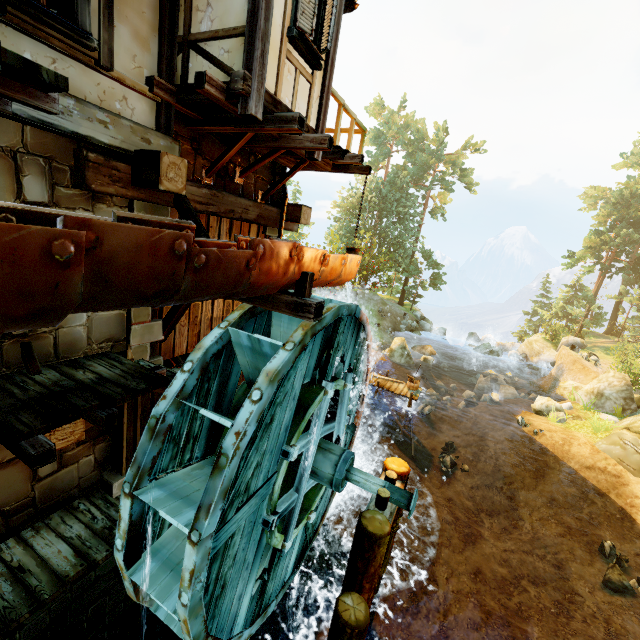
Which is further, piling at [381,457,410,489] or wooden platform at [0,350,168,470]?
piling at [381,457,410,489]

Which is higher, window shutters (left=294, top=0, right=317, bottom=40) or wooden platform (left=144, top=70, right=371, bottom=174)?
window shutters (left=294, top=0, right=317, bottom=40)

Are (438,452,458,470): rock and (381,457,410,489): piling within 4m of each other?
no

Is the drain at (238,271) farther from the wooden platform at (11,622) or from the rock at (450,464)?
the rock at (450,464)

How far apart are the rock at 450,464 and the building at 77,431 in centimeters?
1528cm

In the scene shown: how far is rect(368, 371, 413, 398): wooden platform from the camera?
16.8m

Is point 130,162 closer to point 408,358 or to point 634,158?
point 408,358

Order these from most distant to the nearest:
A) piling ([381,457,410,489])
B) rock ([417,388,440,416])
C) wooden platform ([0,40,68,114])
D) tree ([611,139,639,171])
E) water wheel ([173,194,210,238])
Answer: tree ([611,139,639,171]) < rock ([417,388,440,416]) < piling ([381,457,410,489]) < water wheel ([173,194,210,238]) < wooden platform ([0,40,68,114])
